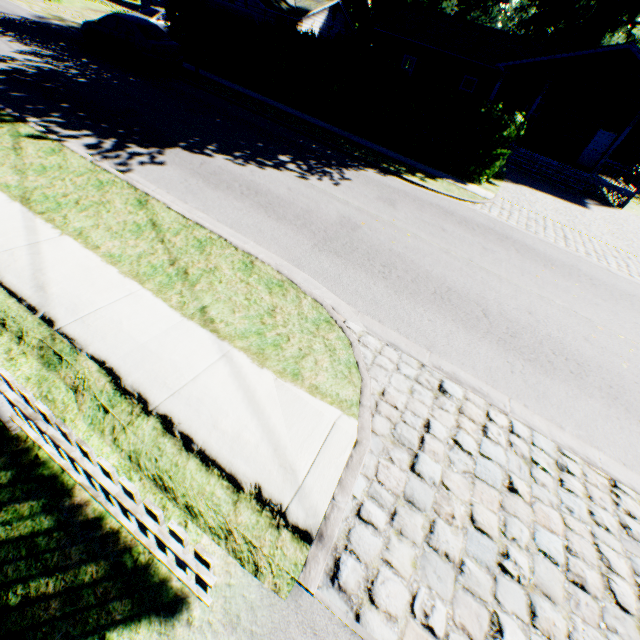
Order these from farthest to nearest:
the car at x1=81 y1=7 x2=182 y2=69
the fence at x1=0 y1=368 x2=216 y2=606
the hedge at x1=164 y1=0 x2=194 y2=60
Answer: the hedge at x1=164 y1=0 x2=194 y2=60, the car at x1=81 y1=7 x2=182 y2=69, the fence at x1=0 y1=368 x2=216 y2=606

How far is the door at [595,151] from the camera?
21.7m

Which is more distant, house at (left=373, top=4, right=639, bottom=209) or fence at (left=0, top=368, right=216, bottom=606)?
house at (left=373, top=4, right=639, bottom=209)

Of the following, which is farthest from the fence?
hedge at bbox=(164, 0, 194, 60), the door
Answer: the door

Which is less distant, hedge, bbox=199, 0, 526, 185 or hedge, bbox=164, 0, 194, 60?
hedge, bbox=199, 0, 526, 185

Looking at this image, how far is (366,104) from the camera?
15.00m

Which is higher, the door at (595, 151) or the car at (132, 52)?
the door at (595, 151)

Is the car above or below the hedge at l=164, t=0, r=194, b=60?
below
